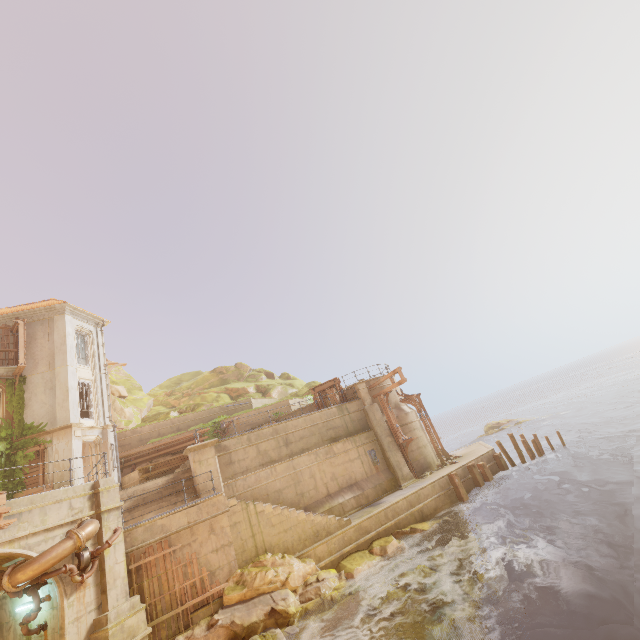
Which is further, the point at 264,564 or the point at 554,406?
the point at 554,406

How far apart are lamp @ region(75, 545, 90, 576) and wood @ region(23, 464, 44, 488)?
10.5 meters

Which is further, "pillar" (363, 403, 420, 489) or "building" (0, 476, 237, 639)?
"pillar" (363, 403, 420, 489)

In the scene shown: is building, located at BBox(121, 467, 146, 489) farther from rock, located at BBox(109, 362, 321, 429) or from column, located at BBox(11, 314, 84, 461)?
rock, located at BBox(109, 362, 321, 429)

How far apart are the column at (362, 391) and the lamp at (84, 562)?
15.8 meters

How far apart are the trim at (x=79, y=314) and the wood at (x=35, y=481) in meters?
8.5 m

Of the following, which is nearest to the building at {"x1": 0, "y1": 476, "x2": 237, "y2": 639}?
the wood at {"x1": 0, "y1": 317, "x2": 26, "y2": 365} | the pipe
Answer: the pipe

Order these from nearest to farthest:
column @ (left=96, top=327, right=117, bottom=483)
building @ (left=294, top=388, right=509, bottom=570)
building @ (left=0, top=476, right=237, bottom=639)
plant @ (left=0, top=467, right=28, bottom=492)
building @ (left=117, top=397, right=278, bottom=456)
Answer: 1. building @ (left=0, top=476, right=237, bottom=639)
2. building @ (left=294, top=388, right=509, bottom=570)
3. plant @ (left=0, top=467, right=28, bottom=492)
4. column @ (left=96, top=327, right=117, bottom=483)
5. building @ (left=117, top=397, right=278, bottom=456)
